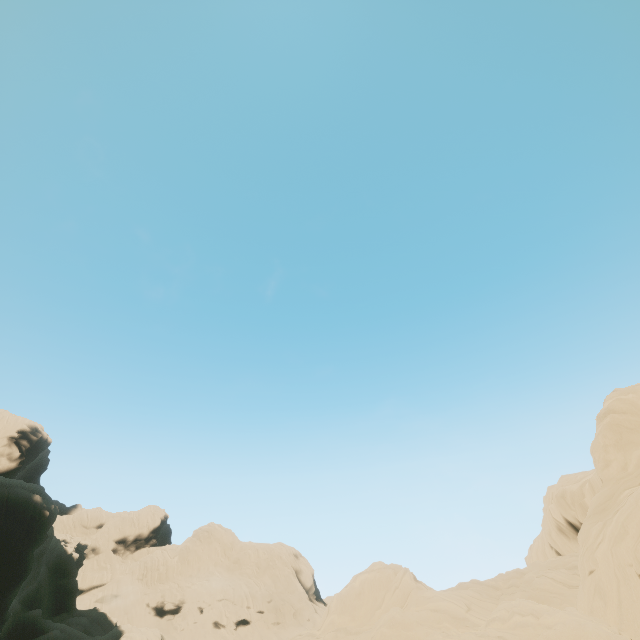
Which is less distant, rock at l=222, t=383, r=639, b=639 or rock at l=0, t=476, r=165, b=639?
rock at l=222, t=383, r=639, b=639

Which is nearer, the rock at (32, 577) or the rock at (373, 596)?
the rock at (373, 596)

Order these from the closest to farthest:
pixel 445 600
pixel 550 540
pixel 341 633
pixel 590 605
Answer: pixel 590 605
pixel 445 600
pixel 341 633
pixel 550 540
